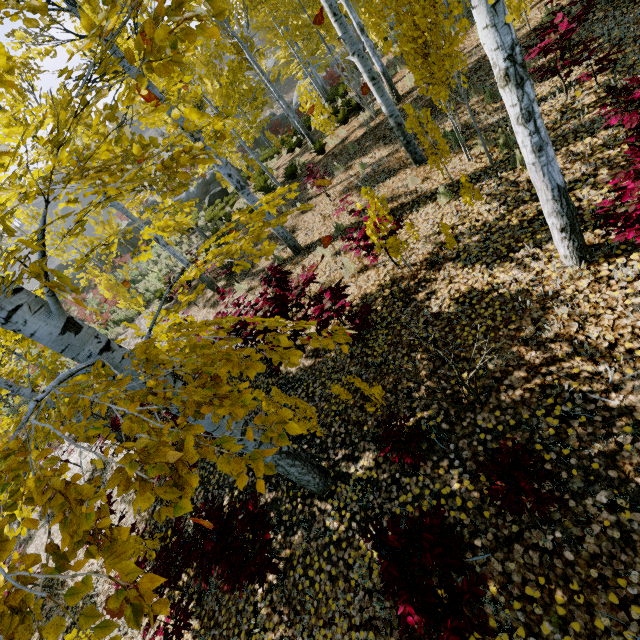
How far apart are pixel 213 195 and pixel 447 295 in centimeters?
2112cm

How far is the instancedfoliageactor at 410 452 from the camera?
3.2m

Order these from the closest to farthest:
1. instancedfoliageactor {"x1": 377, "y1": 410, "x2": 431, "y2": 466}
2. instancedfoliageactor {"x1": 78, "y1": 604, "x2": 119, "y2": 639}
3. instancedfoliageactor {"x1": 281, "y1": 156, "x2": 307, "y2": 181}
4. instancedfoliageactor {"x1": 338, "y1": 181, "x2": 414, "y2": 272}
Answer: instancedfoliageactor {"x1": 78, "y1": 604, "x2": 119, "y2": 639} < instancedfoliageactor {"x1": 377, "y1": 410, "x2": 431, "y2": 466} < instancedfoliageactor {"x1": 338, "y1": 181, "x2": 414, "y2": 272} < instancedfoliageactor {"x1": 281, "y1": 156, "x2": 307, "y2": 181}

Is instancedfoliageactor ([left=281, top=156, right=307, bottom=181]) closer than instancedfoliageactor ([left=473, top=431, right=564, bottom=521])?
No

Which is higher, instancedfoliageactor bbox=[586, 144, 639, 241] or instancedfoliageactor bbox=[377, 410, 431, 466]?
instancedfoliageactor bbox=[586, 144, 639, 241]
